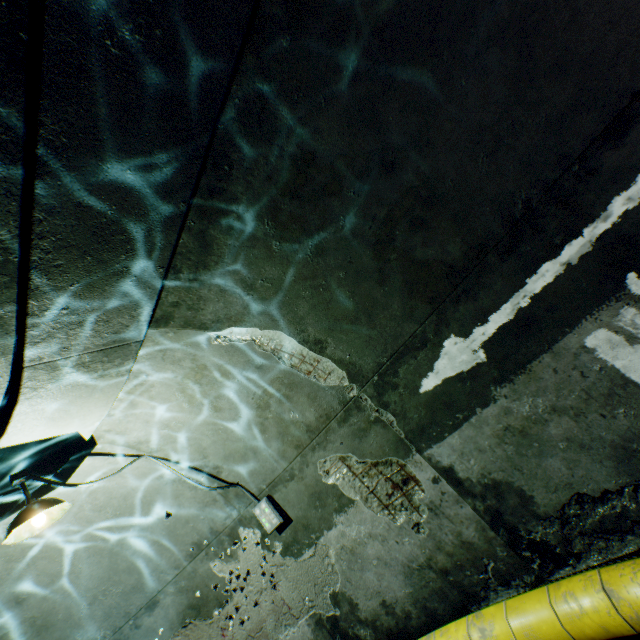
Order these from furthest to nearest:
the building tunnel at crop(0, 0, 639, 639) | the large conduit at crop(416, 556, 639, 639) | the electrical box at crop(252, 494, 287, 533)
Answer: the electrical box at crop(252, 494, 287, 533) → the large conduit at crop(416, 556, 639, 639) → the building tunnel at crop(0, 0, 639, 639)

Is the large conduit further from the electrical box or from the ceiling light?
the ceiling light

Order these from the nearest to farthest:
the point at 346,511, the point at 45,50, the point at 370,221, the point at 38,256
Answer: the point at 45,50 → the point at 38,256 → the point at 370,221 → the point at 346,511

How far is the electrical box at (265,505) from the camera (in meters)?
4.36

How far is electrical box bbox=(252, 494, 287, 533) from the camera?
4.4m

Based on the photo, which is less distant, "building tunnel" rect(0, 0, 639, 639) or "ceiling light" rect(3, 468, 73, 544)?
"building tunnel" rect(0, 0, 639, 639)

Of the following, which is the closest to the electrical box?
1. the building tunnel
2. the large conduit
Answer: the building tunnel

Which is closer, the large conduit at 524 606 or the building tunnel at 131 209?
the building tunnel at 131 209
